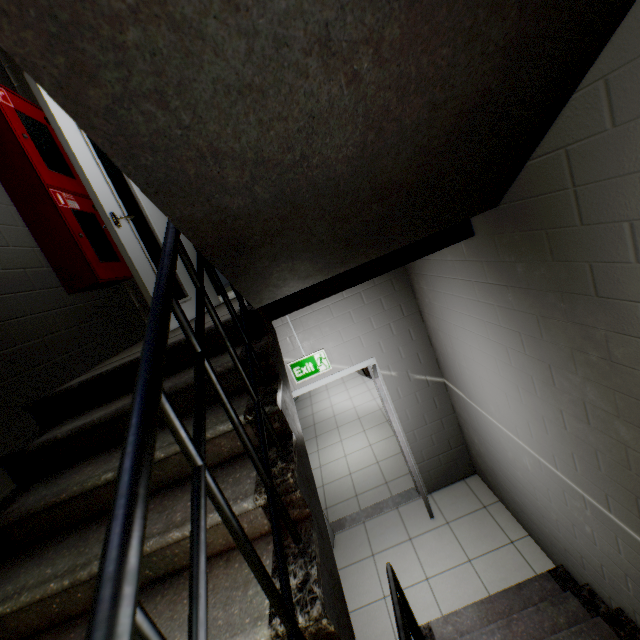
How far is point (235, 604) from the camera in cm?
98

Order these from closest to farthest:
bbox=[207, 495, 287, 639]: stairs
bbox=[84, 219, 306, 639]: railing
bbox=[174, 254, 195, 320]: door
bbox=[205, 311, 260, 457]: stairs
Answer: bbox=[84, 219, 306, 639]: railing, bbox=[207, 495, 287, 639]: stairs, bbox=[205, 311, 260, 457]: stairs, bbox=[174, 254, 195, 320]: door

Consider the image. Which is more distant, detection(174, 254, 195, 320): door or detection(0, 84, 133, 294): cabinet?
detection(174, 254, 195, 320): door

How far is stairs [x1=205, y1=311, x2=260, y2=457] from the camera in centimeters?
142cm

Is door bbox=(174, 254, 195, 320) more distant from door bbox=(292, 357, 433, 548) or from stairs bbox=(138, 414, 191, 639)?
door bbox=(292, 357, 433, 548)

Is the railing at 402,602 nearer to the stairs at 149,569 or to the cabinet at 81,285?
the stairs at 149,569

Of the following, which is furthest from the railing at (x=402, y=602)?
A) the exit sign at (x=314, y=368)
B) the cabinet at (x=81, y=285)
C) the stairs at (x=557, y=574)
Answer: the cabinet at (x=81, y=285)

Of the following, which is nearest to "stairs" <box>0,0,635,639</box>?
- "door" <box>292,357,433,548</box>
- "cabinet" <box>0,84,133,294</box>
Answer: "cabinet" <box>0,84,133,294</box>
